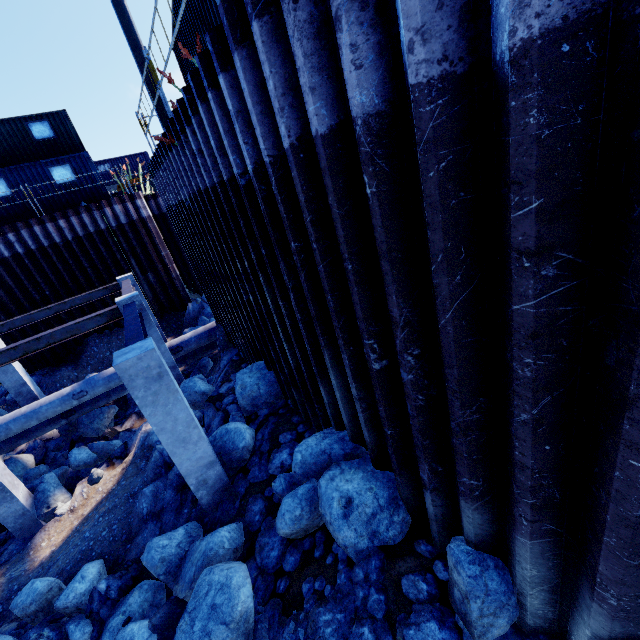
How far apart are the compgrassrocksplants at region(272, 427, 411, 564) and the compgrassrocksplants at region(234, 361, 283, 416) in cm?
100

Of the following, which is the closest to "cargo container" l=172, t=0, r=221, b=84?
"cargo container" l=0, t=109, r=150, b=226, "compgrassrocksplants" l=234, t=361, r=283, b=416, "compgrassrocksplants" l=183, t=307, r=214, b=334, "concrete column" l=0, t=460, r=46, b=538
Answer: "compgrassrocksplants" l=234, t=361, r=283, b=416

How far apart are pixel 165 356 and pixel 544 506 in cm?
988

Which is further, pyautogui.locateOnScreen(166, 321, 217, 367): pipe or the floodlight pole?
pyautogui.locateOnScreen(166, 321, 217, 367): pipe

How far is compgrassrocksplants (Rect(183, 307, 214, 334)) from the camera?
16.12m

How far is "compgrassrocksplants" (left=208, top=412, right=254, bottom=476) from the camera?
6.35m

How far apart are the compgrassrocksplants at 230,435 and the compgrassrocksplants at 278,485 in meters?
1.0 m
